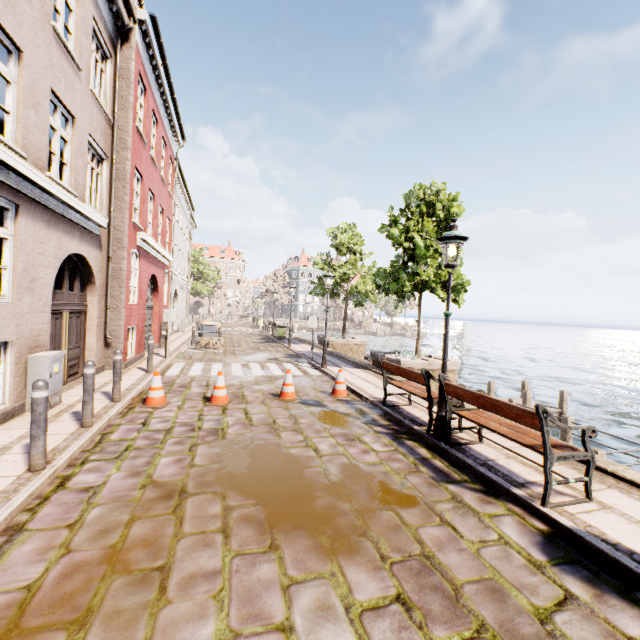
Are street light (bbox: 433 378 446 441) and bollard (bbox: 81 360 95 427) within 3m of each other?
no

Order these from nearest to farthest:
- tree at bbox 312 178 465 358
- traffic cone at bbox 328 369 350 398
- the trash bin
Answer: traffic cone at bbox 328 369 350 398 → tree at bbox 312 178 465 358 → the trash bin

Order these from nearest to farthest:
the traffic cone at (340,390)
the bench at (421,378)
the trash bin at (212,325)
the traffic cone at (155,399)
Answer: the bench at (421,378)
the traffic cone at (155,399)
the traffic cone at (340,390)
the trash bin at (212,325)

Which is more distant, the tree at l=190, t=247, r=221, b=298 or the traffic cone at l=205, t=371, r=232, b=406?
the tree at l=190, t=247, r=221, b=298

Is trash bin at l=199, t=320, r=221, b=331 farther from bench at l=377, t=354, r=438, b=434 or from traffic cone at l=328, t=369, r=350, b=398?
bench at l=377, t=354, r=438, b=434

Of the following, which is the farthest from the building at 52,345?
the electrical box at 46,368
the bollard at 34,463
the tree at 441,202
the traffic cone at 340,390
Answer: the tree at 441,202

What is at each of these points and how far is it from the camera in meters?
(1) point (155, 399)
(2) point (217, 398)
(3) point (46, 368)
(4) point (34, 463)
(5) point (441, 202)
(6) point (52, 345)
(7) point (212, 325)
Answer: (1) traffic cone, 6.9 m
(2) traffic cone, 7.3 m
(3) electrical box, 6.0 m
(4) bollard, 3.9 m
(5) tree, 11.9 m
(6) building, 7.3 m
(7) trash bin, 18.0 m

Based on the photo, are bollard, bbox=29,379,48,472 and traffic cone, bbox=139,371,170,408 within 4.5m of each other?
yes
